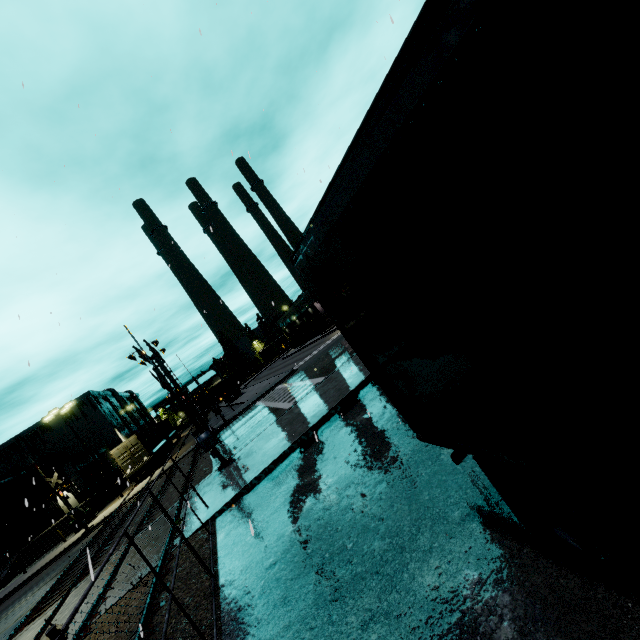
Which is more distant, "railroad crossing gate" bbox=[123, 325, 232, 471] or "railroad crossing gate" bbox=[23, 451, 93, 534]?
"railroad crossing gate" bbox=[23, 451, 93, 534]

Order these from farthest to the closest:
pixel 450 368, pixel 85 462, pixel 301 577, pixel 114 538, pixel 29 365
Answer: pixel 85 462, pixel 114 538, pixel 29 365, pixel 301 577, pixel 450 368

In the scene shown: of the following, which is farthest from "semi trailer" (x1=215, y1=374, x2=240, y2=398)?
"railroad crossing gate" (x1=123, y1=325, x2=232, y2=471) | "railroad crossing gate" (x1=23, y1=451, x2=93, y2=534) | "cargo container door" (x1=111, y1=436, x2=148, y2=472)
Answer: "railroad crossing gate" (x1=23, y1=451, x2=93, y2=534)

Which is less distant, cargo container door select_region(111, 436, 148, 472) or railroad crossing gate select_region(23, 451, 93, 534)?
railroad crossing gate select_region(23, 451, 93, 534)

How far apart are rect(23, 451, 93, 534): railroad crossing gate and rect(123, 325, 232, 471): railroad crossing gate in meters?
A: 13.6 m

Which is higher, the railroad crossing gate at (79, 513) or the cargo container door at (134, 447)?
the cargo container door at (134, 447)

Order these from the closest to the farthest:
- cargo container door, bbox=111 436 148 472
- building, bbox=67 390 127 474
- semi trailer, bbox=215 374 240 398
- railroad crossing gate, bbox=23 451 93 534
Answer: railroad crossing gate, bbox=23 451 93 534
cargo container door, bbox=111 436 148 472
semi trailer, bbox=215 374 240 398
building, bbox=67 390 127 474

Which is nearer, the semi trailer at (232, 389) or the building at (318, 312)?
the semi trailer at (232, 389)
